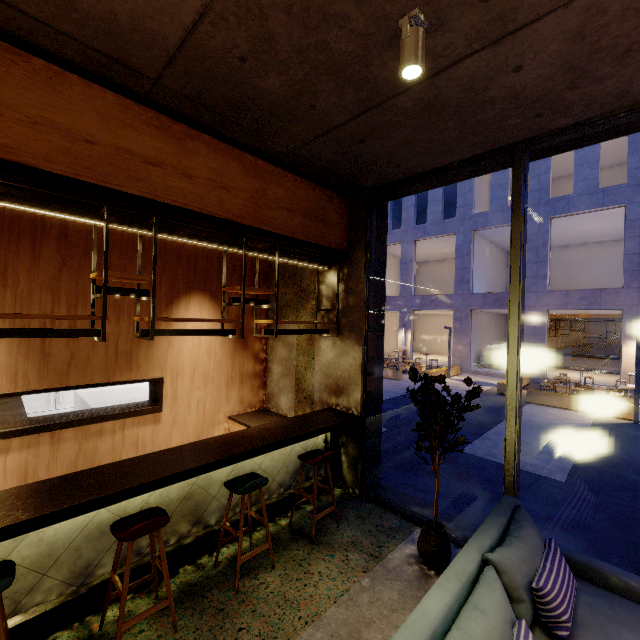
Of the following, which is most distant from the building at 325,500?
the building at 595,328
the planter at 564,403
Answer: the building at 595,328

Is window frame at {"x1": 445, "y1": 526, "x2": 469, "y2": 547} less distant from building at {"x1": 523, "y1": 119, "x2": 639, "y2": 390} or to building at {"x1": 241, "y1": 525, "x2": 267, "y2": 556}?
building at {"x1": 241, "y1": 525, "x2": 267, "y2": 556}

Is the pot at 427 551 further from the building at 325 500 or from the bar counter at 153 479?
the bar counter at 153 479

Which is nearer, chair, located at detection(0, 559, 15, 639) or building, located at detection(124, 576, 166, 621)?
chair, located at detection(0, 559, 15, 639)

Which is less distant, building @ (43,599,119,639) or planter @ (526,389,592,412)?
building @ (43,599,119,639)

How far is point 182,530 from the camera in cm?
345

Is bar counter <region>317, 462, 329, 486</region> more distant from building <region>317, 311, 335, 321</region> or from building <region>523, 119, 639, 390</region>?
building <region>523, 119, 639, 390</region>

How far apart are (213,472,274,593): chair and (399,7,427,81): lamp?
3.6 meters
